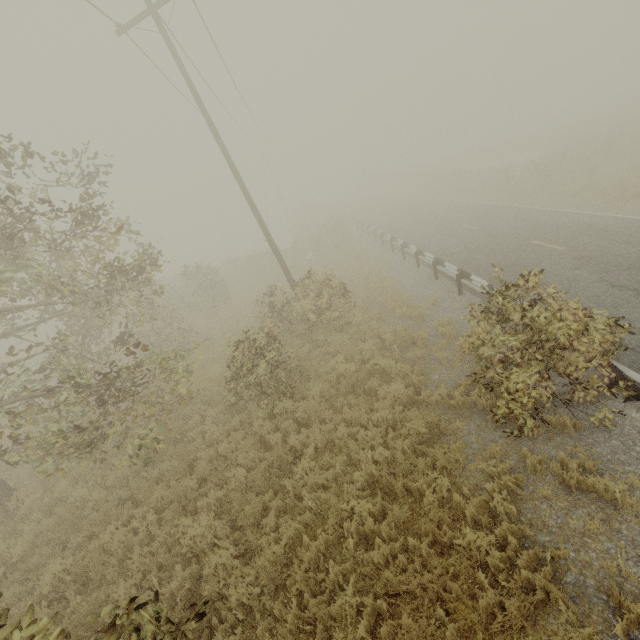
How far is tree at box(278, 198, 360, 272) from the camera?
22.98m

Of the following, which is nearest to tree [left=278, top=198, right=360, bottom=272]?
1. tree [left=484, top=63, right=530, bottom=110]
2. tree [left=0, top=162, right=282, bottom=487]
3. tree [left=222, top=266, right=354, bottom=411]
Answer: tree [left=0, top=162, right=282, bottom=487]

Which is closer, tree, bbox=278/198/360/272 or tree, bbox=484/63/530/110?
tree, bbox=278/198/360/272

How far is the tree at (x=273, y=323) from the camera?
9.01m

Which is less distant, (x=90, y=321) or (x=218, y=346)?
(x=90, y=321)

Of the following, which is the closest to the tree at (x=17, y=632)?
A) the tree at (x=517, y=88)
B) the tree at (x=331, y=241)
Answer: the tree at (x=331, y=241)

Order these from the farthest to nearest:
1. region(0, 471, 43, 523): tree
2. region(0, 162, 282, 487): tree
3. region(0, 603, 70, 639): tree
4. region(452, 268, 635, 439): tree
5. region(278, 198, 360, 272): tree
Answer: region(278, 198, 360, 272): tree, region(0, 471, 43, 523): tree, region(0, 162, 282, 487): tree, region(452, 268, 635, 439): tree, region(0, 603, 70, 639): tree
